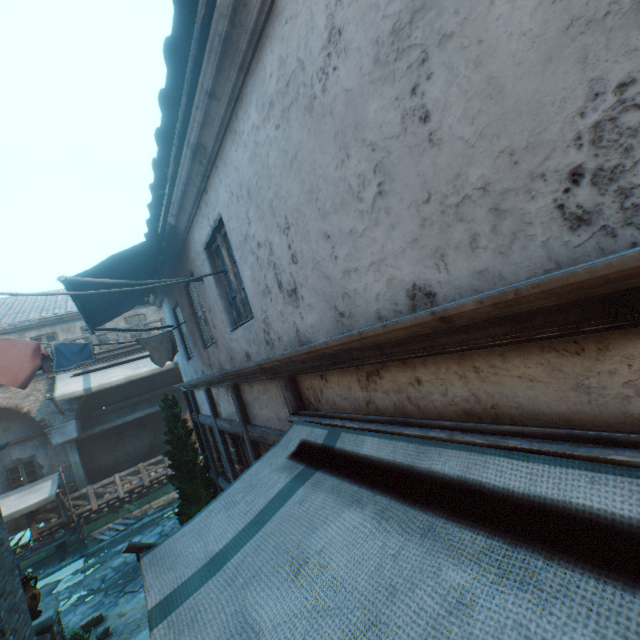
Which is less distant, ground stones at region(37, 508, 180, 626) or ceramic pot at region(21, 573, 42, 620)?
ceramic pot at region(21, 573, 42, 620)

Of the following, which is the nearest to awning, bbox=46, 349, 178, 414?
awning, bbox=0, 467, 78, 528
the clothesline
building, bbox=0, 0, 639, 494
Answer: building, bbox=0, 0, 639, 494

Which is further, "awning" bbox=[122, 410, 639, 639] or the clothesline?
the clothesline

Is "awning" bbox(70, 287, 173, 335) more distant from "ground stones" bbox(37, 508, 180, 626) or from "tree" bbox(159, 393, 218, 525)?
"ground stones" bbox(37, 508, 180, 626)

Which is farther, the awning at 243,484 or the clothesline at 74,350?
the clothesline at 74,350

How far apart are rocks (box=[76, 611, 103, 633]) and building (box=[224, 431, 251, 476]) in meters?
5.6 m

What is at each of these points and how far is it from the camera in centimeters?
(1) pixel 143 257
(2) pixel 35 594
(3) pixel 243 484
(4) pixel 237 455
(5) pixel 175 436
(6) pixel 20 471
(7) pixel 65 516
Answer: (1) awning, 528cm
(2) ceramic pot, 648cm
(3) awning, 261cm
(4) building, 625cm
(5) tree, 827cm
(6) building, 1436cm
(7) fence, 1317cm

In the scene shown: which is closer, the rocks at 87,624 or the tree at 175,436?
the rocks at 87,624
